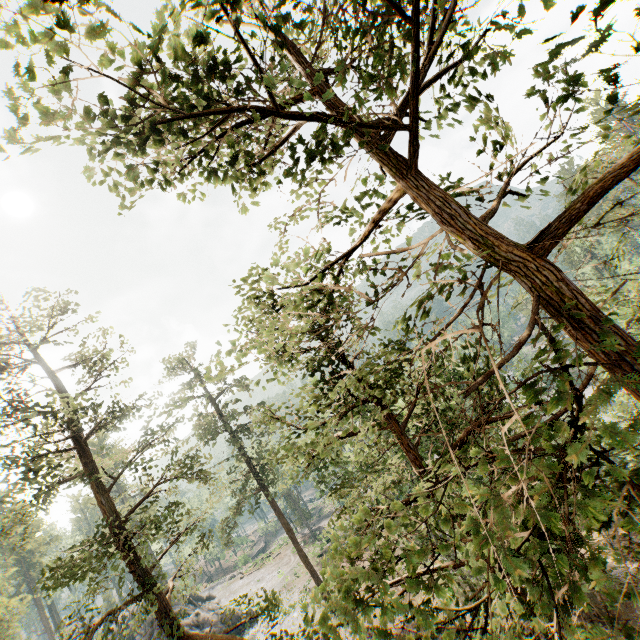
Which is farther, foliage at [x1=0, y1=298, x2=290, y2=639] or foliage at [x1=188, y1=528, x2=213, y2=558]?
foliage at [x1=188, y1=528, x2=213, y2=558]

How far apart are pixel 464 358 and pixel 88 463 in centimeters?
1770cm

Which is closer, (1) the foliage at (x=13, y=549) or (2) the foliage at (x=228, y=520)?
(1) the foliage at (x=13, y=549)

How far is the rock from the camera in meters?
33.8

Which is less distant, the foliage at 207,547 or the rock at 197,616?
the foliage at 207,547

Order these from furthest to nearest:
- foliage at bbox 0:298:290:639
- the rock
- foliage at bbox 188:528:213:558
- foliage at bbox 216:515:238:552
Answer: the rock < foliage at bbox 216:515:238:552 < foliage at bbox 188:528:213:558 < foliage at bbox 0:298:290:639
